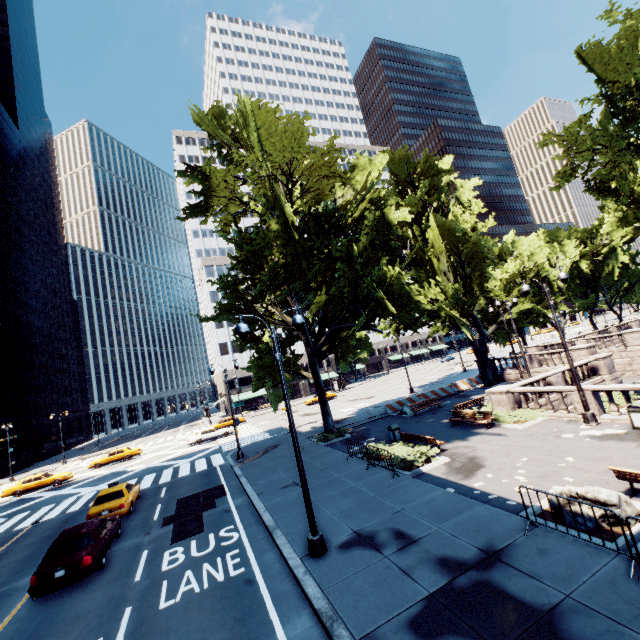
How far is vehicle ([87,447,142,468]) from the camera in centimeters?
3585cm

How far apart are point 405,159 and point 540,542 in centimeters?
3154cm

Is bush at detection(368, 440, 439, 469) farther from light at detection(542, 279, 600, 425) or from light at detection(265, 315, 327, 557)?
light at detection(542, 279, 600, 425)

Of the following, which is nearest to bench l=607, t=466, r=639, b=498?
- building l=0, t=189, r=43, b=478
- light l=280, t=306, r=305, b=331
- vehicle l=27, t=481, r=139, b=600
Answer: light l=280, t=306, r=305, b=331

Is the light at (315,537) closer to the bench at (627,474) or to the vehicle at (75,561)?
the vehicle at (75,561)

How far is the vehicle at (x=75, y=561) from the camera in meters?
10.4 m

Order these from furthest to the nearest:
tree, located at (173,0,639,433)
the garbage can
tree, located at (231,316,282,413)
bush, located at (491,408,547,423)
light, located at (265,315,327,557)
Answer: tree, located at (231,316,282,413)
bush, located at (491,408,547,423)
tree, located at (173,0,639,433)
the garbage can
light, located at (265,315,327,557)

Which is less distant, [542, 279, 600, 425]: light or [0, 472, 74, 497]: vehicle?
[542, 279, 600, 425]: light
